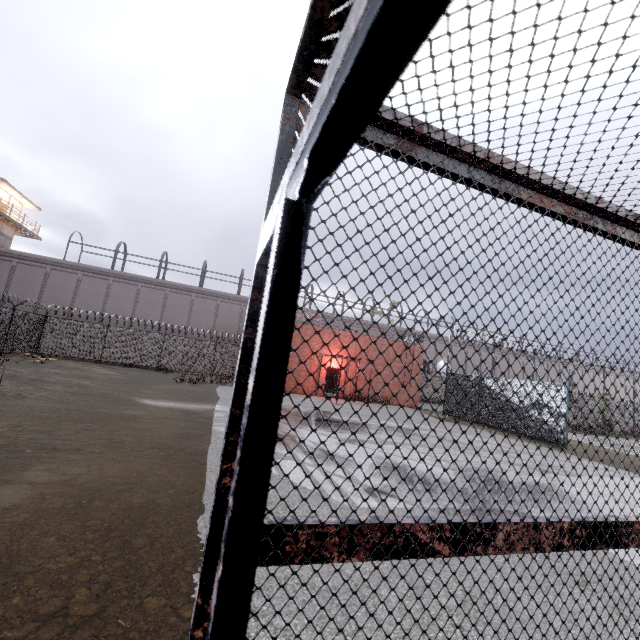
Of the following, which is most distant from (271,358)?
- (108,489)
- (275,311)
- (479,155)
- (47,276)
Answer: (47,276)

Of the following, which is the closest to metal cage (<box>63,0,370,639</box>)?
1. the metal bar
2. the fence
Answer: the metal bar

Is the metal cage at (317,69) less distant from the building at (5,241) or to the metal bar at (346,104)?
the metal bar at (346,104)

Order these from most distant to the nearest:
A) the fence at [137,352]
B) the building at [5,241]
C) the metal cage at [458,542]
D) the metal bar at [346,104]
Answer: the building at [5,241] → the fence at [137,352] → the metal cage at [458,542] → the metal bar at [346,104]

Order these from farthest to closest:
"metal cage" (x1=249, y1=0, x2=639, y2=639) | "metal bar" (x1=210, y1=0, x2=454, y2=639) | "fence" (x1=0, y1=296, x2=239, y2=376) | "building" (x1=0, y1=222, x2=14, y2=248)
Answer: "building" (x1=0, y1=222, x2=14, y2=248) < "fence" (x1=0, y1=296, x2=239, y2=376) < "metal cage" (x1=249, y1=0, x2=639, y2=639) < "metal bar" (x1=210, y1=0, x2=454, y2=639)

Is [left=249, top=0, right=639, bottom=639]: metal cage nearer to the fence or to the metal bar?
→ the metal bar

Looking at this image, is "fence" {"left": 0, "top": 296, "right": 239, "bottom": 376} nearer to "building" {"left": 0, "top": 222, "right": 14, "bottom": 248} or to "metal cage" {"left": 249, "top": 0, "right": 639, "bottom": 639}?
"metal cage" {"left": 249, "top": 0, "right": 639, "bottom": 639}
